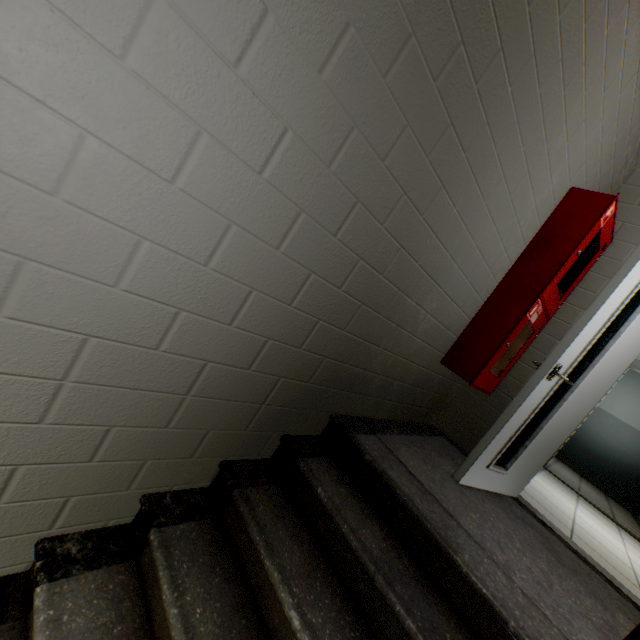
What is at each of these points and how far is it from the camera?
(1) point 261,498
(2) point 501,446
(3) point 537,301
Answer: (1) stairs, 1.52m
(2) door, 2.22m
(3) cabinet, 2.29m

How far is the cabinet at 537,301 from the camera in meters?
2.2 m

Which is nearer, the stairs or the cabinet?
the stairs

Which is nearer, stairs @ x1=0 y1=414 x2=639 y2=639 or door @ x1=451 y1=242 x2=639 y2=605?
stairs @ x1=0 y1=414 x2=639 y2=639

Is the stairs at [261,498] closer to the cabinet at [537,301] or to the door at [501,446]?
the door at [501,446]

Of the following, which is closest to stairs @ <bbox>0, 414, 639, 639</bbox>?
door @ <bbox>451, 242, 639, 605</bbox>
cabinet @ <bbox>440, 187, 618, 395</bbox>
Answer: door @ <bbox>451, 242, 639, 605</bbox>

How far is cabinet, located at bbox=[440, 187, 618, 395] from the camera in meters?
2.2

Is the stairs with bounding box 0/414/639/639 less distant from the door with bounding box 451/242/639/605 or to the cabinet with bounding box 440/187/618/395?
the door with bounding box 451/242/639/605
